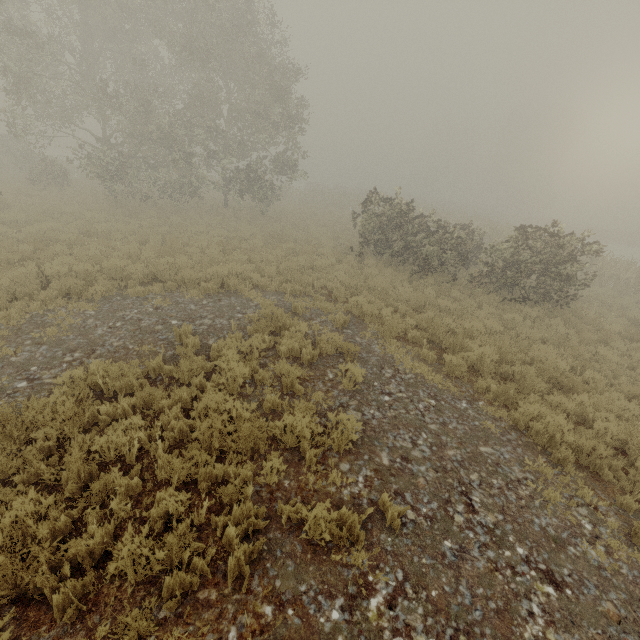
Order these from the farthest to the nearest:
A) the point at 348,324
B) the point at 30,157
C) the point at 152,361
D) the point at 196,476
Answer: the point at 30,157 < the point at 348,324 < the point at 152,361 < the point at 196,476
